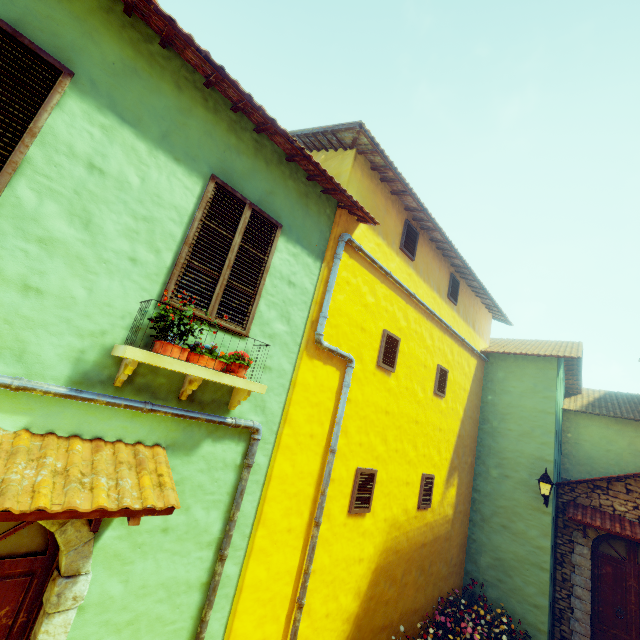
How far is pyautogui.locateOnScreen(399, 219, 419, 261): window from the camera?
6.7m

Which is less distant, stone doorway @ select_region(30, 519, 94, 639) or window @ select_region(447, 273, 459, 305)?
stone doorway @ select_region(30, 519, 94, 639)

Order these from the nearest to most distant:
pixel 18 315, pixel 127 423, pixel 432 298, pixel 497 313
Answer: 1. pixel 18 315
2. pixel 127 423
3. pixel 432 298
4. pixel 497 313

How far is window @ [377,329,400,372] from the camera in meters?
6.0

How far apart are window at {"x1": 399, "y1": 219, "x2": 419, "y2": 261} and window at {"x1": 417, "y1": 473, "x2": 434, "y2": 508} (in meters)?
4.69

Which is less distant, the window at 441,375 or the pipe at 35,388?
the pipe at 35,388

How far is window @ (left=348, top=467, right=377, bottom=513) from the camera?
5.32m

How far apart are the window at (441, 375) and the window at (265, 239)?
5.2 meters
